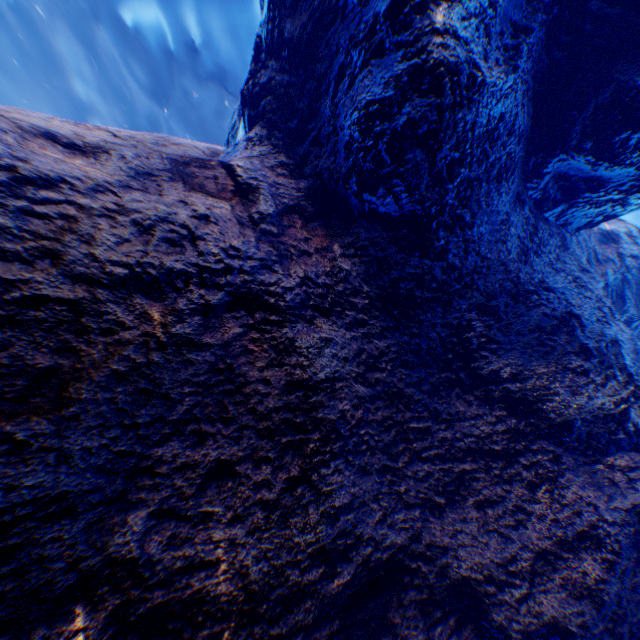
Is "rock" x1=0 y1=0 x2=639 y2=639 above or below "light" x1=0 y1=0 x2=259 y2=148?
below

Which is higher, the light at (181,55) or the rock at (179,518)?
the light at (181,55)

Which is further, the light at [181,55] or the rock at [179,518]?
the light at [181,55]

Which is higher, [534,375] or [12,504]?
[534,375]

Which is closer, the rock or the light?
the rock
